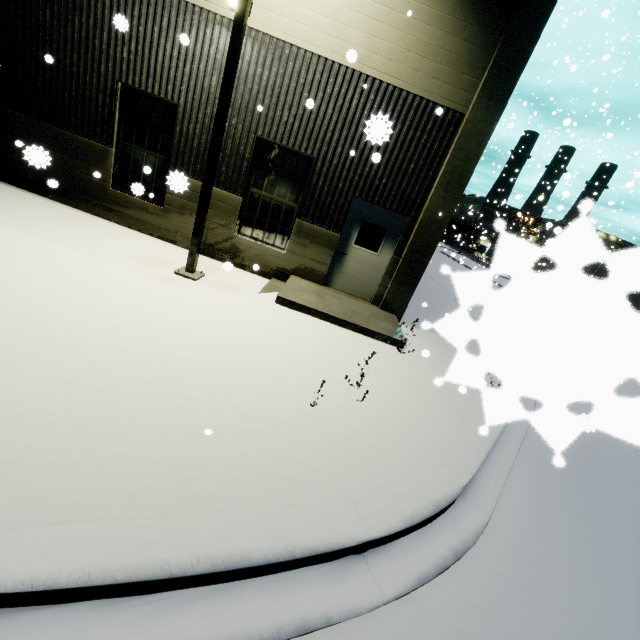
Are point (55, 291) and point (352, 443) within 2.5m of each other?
no

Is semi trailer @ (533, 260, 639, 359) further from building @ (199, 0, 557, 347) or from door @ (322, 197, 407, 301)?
door @ (322, 197, 407, 301)

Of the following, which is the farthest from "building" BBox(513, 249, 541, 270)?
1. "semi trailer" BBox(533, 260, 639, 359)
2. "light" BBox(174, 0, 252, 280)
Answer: "light" BBox(174, 0, 252, 280)

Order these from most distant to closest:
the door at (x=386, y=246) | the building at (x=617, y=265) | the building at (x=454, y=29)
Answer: the door at (x=386, y=246) → the building at (x=454, y=29) → the building at (x=617, y=265)

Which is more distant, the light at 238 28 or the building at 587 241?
the light at 238 28

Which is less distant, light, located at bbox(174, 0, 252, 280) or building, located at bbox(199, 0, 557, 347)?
light, located at bbox(174, 0, 252, 280)

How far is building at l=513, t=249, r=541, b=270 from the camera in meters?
0.2

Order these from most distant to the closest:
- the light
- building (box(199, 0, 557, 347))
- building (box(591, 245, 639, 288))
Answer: building (box(199, 0, 557, 347)), the light, building (box(591, 245, 639, 288))
